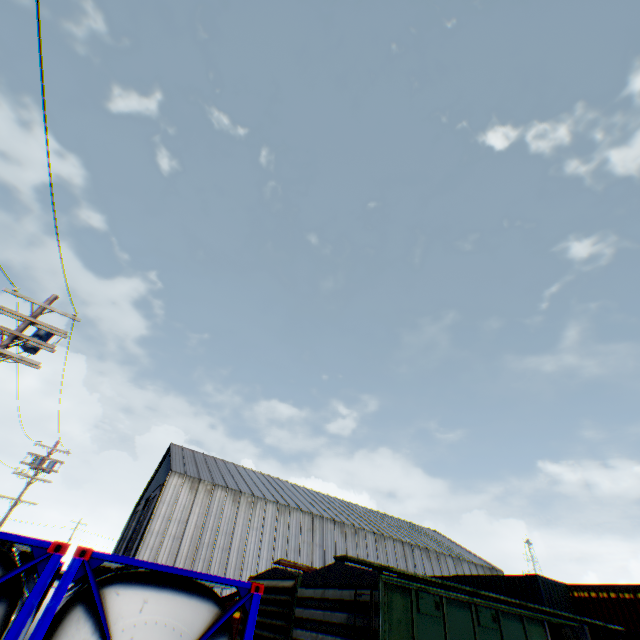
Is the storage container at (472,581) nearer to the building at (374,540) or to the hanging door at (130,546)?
the building at (374,540)

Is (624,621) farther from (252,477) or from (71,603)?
(252,477)

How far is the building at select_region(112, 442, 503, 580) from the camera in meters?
27.3 m

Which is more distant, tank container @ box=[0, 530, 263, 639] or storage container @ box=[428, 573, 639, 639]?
tank container @ box=[0, 530, 263, 639]

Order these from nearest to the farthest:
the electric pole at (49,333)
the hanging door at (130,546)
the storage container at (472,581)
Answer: the storage container at (472,581)
the electric pole at (49,333)
the hanging door at (130,546)

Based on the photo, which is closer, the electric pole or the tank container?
the tank container

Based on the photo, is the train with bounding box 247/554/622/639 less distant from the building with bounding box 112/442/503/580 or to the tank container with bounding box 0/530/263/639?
the tank container with bounding box 0/530/263/639

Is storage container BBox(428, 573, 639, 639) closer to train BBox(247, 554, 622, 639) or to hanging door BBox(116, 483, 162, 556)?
train BBox(247, 554, 622, 639)
